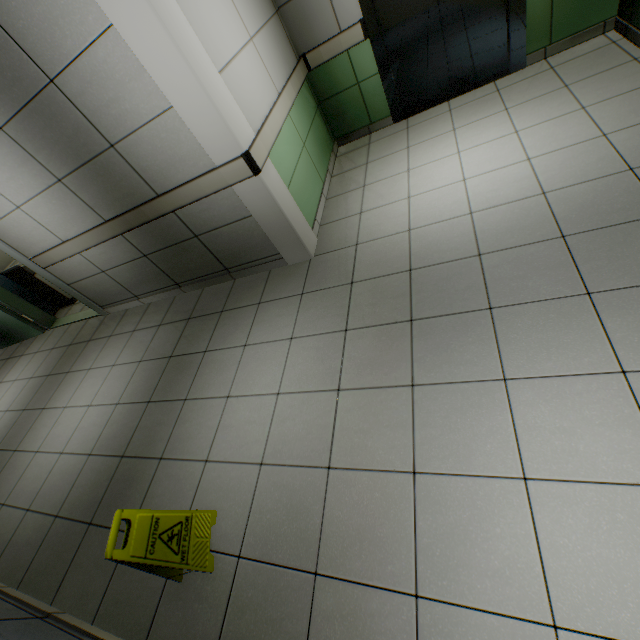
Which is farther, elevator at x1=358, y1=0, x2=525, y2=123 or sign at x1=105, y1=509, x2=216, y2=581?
elevator at x1=358, y1=0, x2=525, y2=123

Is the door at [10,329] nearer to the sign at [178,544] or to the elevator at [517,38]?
the sign at [178,544]

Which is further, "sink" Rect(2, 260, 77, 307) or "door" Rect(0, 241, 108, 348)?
"sink" Rect(2, 260, 77, 307)

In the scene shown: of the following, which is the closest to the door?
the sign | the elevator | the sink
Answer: the sink

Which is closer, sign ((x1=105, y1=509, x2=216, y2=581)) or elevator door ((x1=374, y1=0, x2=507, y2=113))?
sign ((x1=105, y1=509, x2=216, y2=581))

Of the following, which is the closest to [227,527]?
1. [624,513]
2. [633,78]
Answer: [624,513]

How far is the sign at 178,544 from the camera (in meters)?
1.59

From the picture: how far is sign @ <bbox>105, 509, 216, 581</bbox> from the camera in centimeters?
159cm
